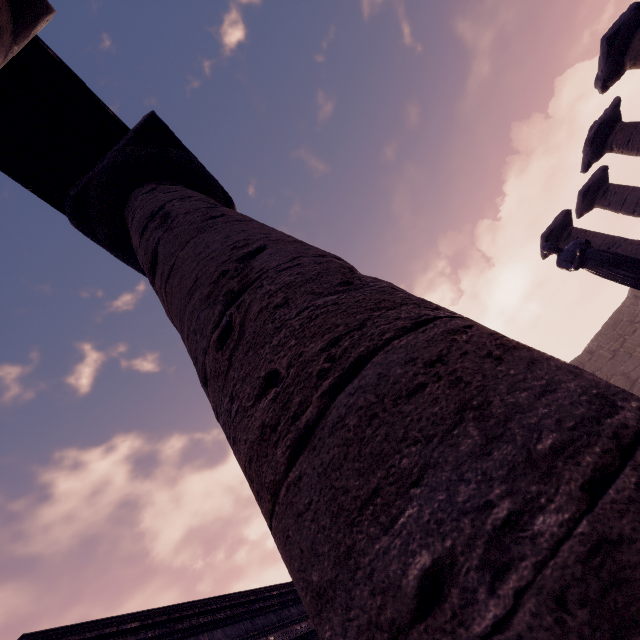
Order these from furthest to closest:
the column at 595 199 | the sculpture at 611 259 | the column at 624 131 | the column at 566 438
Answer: the column at 595 199 < the column at 624 131 < the sculpture at 611 259 < the column at 566 438

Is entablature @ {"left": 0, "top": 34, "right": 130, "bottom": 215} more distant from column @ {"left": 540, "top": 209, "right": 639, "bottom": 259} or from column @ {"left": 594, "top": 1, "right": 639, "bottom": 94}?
column @ {"left": 540, "top": 209, "right": 639, "bottom": 259}

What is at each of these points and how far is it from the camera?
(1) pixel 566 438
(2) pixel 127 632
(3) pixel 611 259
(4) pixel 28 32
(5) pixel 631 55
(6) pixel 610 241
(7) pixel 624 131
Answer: (1) column, 0.57m
(2) entablature, 3.57m
(3) sculpture, 6.59m
(4) column, 2.49m
(5) column, 7.36m
(6) column, 9.48m
(7) column, 8.69m

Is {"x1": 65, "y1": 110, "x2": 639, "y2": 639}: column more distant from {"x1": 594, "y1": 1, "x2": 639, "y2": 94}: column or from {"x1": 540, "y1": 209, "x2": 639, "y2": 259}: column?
{"x1": 540, "y1": 209, "x2": 639, "y2": 259}: column

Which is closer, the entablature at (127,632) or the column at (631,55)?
the entablature at (127,632)

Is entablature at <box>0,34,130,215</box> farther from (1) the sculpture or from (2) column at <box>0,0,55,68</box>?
(1) the sculpture

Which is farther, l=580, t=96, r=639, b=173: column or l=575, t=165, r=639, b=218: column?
l=575, t=165, r=639, b=218: column

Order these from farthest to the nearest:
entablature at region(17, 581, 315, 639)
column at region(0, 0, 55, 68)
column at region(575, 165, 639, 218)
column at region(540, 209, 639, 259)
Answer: column at region(575, 165, 639, 218)
column at region(540, 209, 639, 259)
entablature at region(17, 581, 315, 639)
column at region(0, 0, 55, 68)
